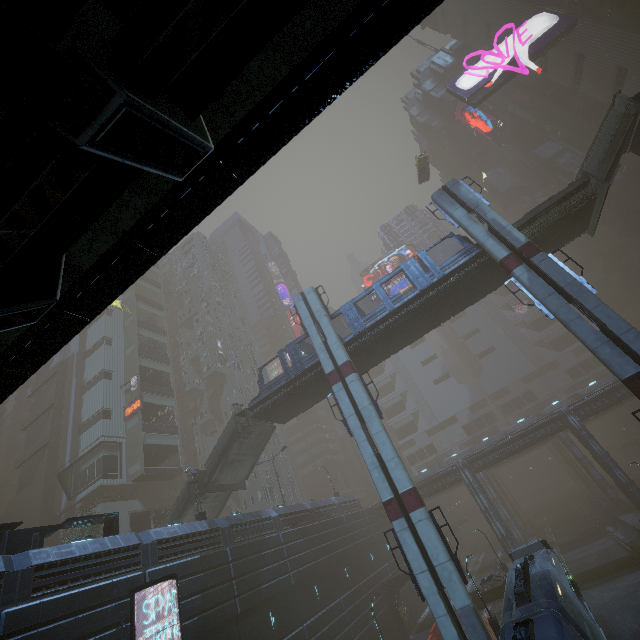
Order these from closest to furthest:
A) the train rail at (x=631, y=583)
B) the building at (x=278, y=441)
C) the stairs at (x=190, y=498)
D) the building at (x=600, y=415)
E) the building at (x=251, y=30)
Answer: the building at (x=251, y=30)
the train rail at (x=631, y=583)
the stairs at (x=190, y=498)
the building at (x=600, y=415)
the building at (x=278, y=441)

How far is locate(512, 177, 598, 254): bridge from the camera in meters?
20.9

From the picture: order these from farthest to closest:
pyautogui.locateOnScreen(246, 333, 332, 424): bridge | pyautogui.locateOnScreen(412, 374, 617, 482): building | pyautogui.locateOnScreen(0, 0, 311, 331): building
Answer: pyautogui.locateOnScreen(412, 374, 617, 482): building → pyautogui.locateOnScreen(246, 333, 332, 424): bridge → pyautogui.locateOnScreen(0, 0, 311, 331): building

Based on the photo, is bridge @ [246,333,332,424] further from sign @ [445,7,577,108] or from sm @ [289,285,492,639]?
sign @ [445,7,577,108]

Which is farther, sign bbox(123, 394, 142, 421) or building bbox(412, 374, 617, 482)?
building bbox(412, 374, 617, 482)

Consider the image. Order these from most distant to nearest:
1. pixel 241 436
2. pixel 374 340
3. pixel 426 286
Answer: pixel 241 436 < pixel 374 340 < pixel 426 286

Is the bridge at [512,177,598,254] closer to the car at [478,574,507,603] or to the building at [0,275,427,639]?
the building at [0,275,427,639]

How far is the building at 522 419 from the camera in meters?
48.1 m
